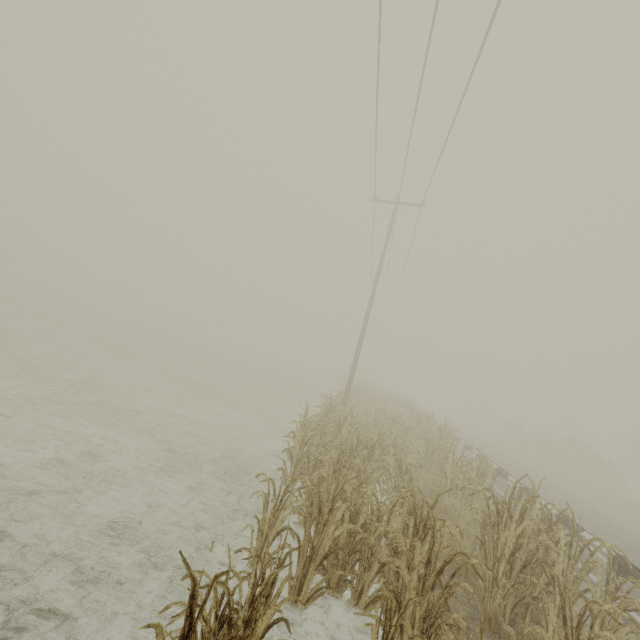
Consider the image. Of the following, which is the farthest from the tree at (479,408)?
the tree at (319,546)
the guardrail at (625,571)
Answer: the tree at (319,546)

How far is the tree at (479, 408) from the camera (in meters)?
57.46

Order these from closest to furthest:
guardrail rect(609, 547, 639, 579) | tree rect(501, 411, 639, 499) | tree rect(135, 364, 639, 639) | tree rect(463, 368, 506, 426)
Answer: tree rect(135, 364, 639, 639)
guardrail rect(609, 547, 639, 579)
tree rect(501, 411, 639, 499)
tree rect(463, 368, 506, 426)

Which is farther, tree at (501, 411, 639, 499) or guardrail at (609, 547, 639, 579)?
tree at (501, 411, 639, 499)

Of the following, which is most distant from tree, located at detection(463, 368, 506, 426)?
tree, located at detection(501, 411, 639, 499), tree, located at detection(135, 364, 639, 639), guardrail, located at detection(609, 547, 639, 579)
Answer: tree, located at detection(135, 364, 639, 639)

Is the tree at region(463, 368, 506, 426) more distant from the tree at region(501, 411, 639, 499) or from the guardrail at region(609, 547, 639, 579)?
the guardrail at region(609, 547, 639, 579)

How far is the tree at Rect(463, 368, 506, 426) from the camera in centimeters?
5746cm

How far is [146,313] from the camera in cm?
5150
